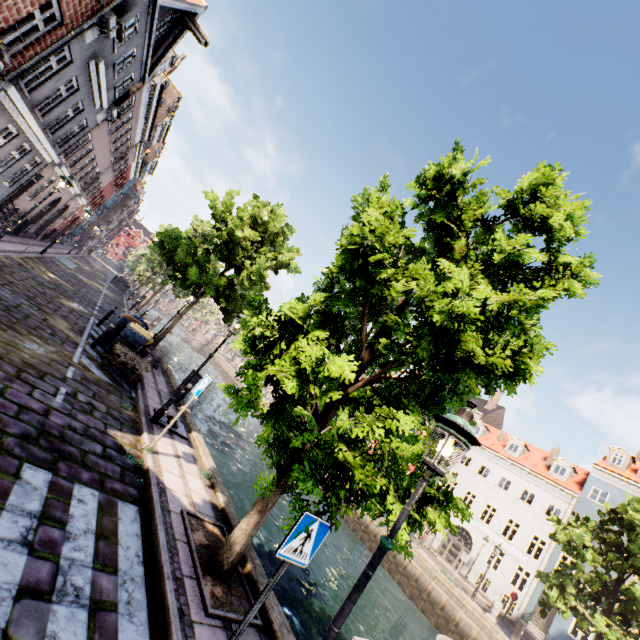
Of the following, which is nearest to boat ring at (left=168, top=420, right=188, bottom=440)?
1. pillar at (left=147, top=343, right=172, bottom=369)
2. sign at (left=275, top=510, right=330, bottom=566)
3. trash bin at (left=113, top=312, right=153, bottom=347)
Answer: trash bin at (left=113, top=312, right=153, bottom=347)

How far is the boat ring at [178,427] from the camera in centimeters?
876cm

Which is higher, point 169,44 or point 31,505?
point 169,44

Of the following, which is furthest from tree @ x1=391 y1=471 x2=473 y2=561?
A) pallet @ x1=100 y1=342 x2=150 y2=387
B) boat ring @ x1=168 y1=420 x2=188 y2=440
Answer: pallet @ x1=100 y1=342 x2=150 y2=387

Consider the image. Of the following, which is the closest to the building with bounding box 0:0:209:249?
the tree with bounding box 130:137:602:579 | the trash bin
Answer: the tree with bounding box 130:137:602:579

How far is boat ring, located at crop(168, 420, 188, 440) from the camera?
8.8m

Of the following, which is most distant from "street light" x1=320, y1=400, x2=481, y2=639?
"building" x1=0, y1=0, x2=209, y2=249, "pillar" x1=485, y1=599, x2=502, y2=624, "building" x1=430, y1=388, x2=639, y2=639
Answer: "building" x1=430, y1=388, x2=639, y2=639

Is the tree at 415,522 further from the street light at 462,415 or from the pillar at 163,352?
the pillar at 163,352
